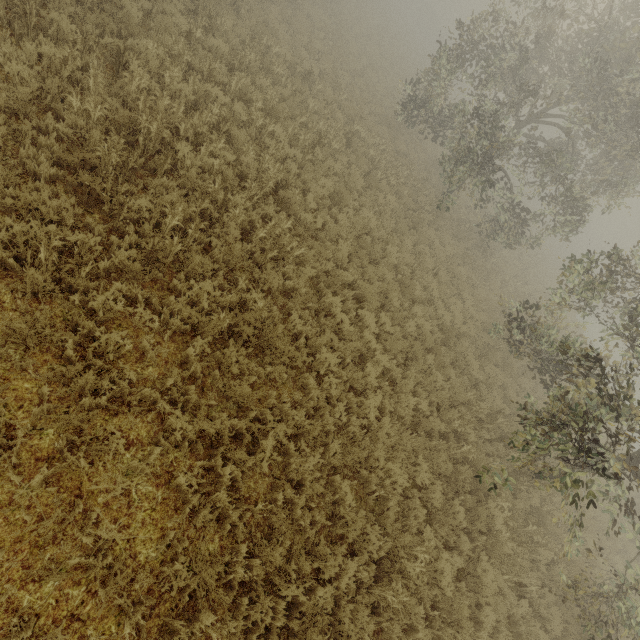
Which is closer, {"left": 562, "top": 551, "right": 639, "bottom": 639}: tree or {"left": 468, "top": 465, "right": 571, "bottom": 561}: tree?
{"left": 562, "top": 551, "right": 639, "bottom": 639}: tree

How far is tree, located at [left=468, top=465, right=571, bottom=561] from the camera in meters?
6.9 m

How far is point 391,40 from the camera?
31.00m

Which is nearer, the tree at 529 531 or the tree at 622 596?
the tree at 622 596

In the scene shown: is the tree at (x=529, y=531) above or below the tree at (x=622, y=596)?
below

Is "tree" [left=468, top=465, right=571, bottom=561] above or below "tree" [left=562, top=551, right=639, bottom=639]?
below
